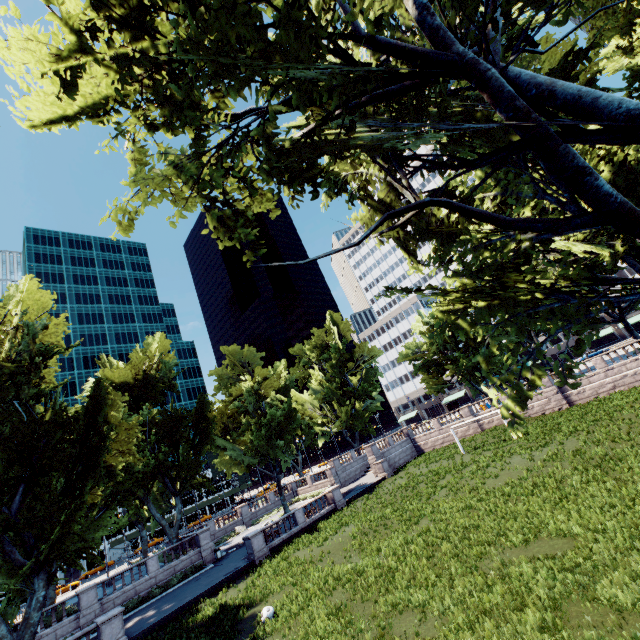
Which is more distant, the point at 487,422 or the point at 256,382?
the point at 256,382

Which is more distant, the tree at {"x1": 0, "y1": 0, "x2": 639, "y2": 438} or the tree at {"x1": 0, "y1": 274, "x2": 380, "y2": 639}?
the tree at {"x1": 0, "y1": 274, "x2": 380, "y2": 639}

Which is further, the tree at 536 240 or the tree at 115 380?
the tree at 115 380
